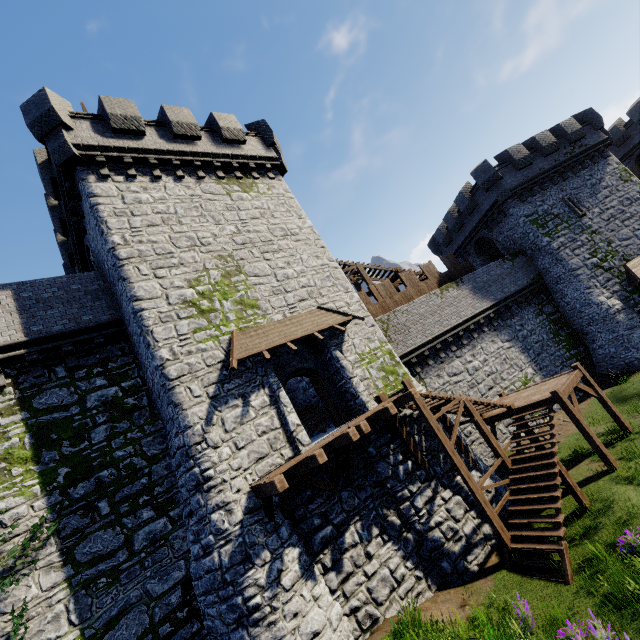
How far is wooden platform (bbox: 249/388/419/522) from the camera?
8.9 meters

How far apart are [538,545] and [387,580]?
4.7 meters

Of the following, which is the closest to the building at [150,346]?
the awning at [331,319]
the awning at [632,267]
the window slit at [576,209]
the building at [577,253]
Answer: the awning at [331,319]

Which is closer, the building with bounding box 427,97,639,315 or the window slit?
the building with bounding box 427,97,639,315

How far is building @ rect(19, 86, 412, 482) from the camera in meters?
10.8 m

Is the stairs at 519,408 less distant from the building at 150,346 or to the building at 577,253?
the building at 150,346

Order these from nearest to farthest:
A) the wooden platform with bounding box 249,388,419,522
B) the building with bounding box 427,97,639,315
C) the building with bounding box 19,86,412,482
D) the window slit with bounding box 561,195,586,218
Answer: the wooden platform with bounding box 249,388,419,522 < the building with bounding box 19,86,412,482 < the building with bounding box 427,97,639,315 < the window slit with bounding box 561,195,586,218

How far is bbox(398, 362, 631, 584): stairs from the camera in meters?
9.9
